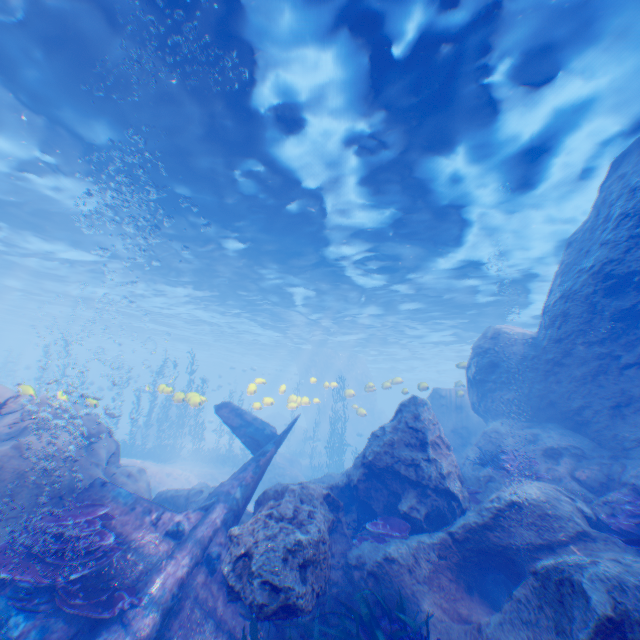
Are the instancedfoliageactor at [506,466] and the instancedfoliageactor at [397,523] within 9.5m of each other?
yes

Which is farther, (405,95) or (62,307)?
(62,307)

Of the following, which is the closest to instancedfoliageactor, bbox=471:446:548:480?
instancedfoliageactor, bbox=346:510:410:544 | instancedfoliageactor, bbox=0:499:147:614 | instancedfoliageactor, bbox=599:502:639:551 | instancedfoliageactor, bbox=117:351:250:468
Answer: instancedfoliageactor, bbox=599:502:639:551

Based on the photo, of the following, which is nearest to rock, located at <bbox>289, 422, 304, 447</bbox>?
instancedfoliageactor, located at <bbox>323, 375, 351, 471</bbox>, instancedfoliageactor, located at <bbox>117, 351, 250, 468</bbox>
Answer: instancedfoliageactor, located at <bbox>117, 351, 250, 468</bbox>

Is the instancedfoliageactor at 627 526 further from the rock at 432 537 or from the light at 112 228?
the light at 112 228

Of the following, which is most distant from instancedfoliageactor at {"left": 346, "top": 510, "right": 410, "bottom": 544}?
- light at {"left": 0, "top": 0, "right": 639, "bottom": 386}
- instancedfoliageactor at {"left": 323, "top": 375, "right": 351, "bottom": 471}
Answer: instancedfoliageactor at {"left": 323, "top": 375, "right": 351, "bottom": 471}

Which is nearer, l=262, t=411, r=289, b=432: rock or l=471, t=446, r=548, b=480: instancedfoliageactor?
l=471, t=446, r=548, b=480: instancedfoliageactor
